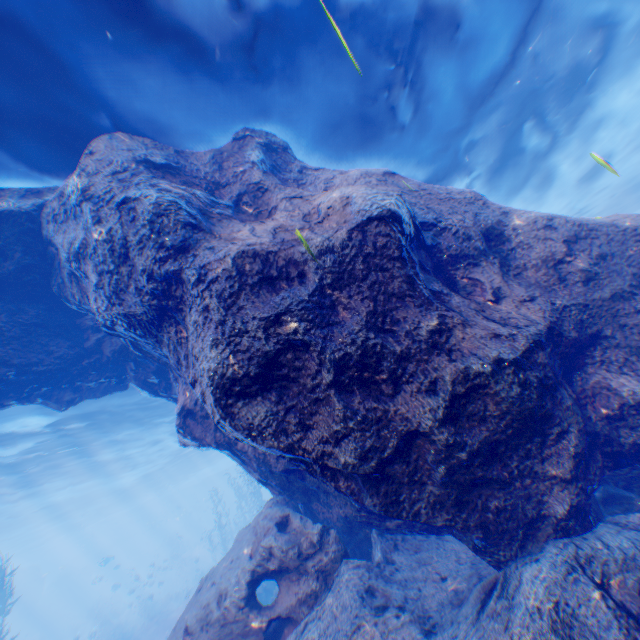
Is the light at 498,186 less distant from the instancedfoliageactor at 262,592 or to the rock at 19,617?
the rock at 19,617

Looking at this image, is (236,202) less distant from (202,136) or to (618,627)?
(202,136)

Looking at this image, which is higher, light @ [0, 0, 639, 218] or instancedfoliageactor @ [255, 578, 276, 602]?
light @ [0, 0, 639, 218]

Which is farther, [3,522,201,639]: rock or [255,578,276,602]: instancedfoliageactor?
[3,522,201,639]: rock

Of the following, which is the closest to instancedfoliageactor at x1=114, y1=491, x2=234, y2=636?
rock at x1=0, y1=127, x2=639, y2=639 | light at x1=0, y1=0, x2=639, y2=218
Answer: rock at x1=0, y1=127, x2=639, y2=639

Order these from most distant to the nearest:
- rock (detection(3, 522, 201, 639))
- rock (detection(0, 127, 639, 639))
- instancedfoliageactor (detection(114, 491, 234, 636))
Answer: rock (detection(3, 522, 201, 639)), instancedfoliageactor (detection(114, 491, 234, 636)), rock (detection(0, 127, 639, 639))

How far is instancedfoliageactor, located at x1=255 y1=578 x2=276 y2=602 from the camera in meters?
13.1 m
